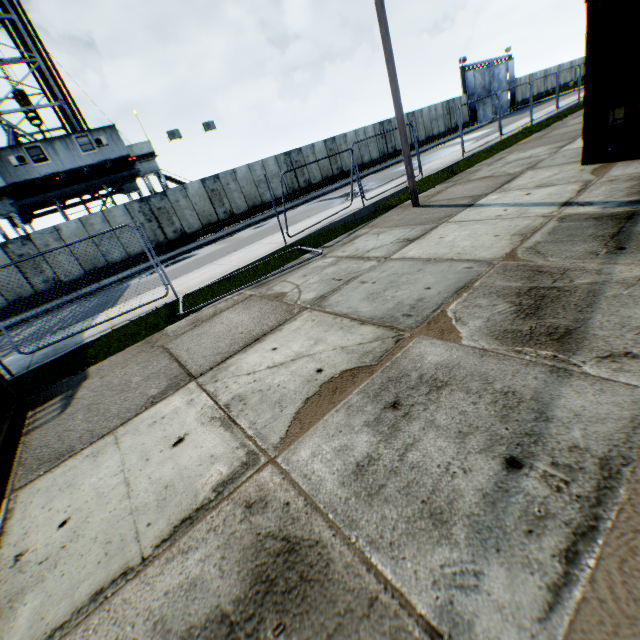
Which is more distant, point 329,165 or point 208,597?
point 329,165

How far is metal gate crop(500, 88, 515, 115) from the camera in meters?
40.7

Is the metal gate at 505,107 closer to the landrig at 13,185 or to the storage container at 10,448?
the landrig at 13,185

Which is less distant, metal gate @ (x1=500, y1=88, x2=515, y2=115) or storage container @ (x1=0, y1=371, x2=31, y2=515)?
storage container @ (x1=0, y1=371, x2=31, y2=515)

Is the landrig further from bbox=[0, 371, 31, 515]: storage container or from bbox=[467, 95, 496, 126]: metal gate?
bbox=[467, 95, 496, 126]: metal gate

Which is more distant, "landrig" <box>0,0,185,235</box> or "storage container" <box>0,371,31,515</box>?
"landrig" <box>0,0,185,235</box>

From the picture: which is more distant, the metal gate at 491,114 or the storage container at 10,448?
the metal gate at 491,114

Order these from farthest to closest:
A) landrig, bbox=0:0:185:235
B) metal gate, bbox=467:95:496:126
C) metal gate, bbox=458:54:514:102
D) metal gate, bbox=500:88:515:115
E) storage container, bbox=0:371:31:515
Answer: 1. metal gate, bbox=500:88:515:115
2. metal gate, bbox=467:95:496:126
3. metal gate, bbox=458:54:514:102
4. landrig, bbox=0:0:185:235
5. storage container, bbox=0:371:31:515
